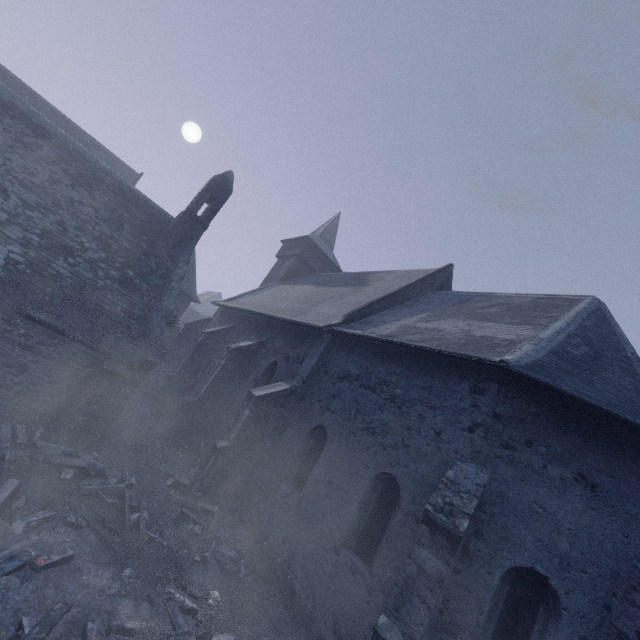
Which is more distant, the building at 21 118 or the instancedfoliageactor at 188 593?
the building at 21 118

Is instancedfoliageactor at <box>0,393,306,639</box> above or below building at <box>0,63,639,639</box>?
below

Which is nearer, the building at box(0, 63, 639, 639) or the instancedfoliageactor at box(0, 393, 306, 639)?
the instancedfoliageactor at box(0, 393, 306, 639)

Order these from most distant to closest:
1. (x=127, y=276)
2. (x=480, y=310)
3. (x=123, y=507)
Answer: (x=127, y=276) → (x=480, y=310) → (x=123, y=507)

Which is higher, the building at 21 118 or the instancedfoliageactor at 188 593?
the building at 21 118
